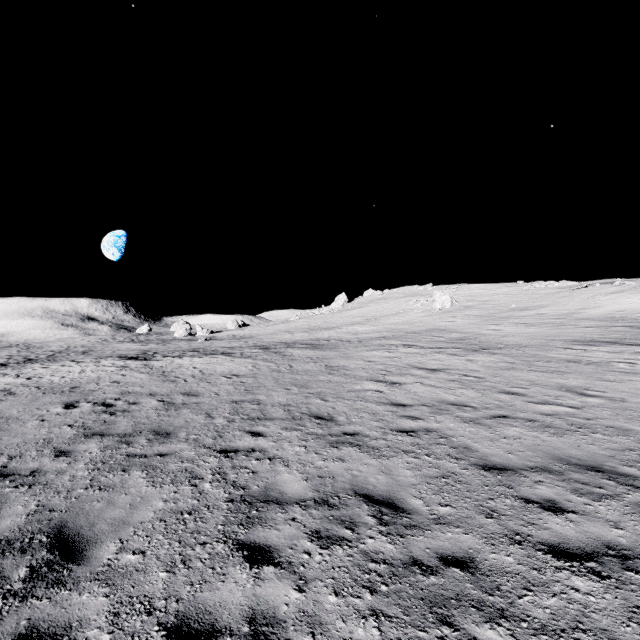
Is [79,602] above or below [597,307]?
below
